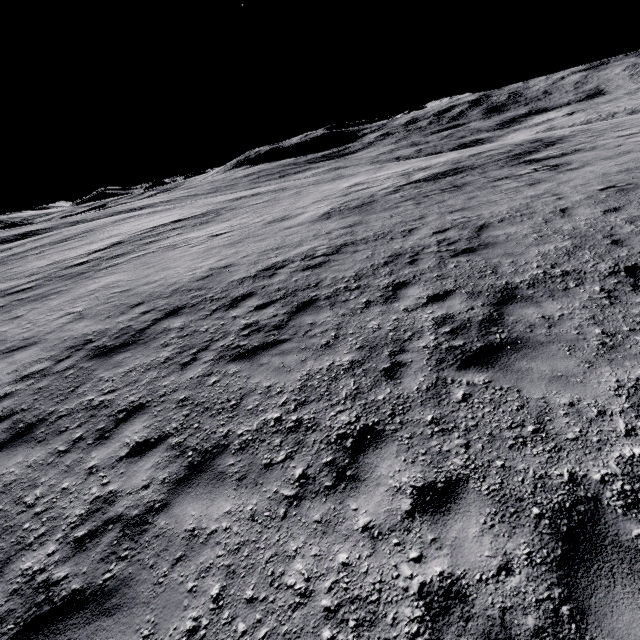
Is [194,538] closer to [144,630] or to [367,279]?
[144,630]
